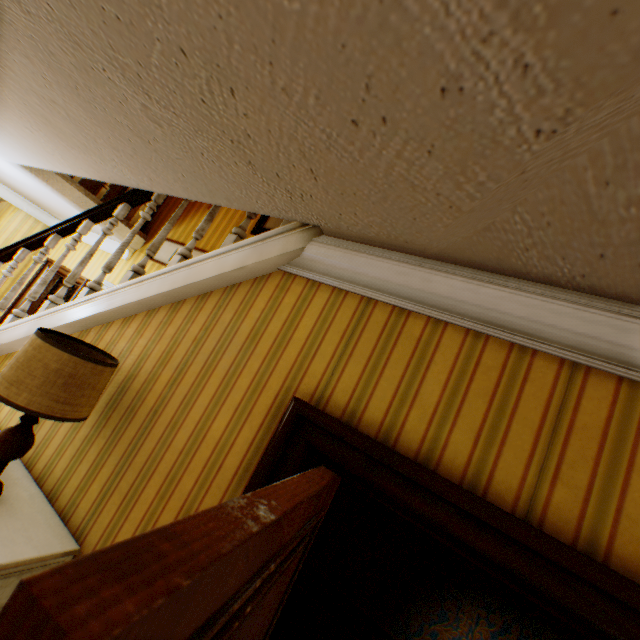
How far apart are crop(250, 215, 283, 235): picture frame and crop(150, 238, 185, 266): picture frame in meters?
0.4 m

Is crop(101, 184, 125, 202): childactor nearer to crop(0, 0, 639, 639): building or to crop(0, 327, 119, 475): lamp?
crop(0, 0, 639, 639): building

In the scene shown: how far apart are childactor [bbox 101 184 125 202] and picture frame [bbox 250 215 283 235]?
3.99m

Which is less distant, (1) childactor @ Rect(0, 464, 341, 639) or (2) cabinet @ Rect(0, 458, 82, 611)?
(1) childactor @ Rect(0, 464, 341, 639)

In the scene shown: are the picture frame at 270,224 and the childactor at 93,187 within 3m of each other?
no

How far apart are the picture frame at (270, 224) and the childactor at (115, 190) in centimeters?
399cm

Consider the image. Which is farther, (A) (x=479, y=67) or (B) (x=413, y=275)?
(B) (x=413, y=275)

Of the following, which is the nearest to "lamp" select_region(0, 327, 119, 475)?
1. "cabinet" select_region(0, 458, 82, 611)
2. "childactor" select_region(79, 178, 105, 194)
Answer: "cabinet" select_region(0, 458, 82, 611)
